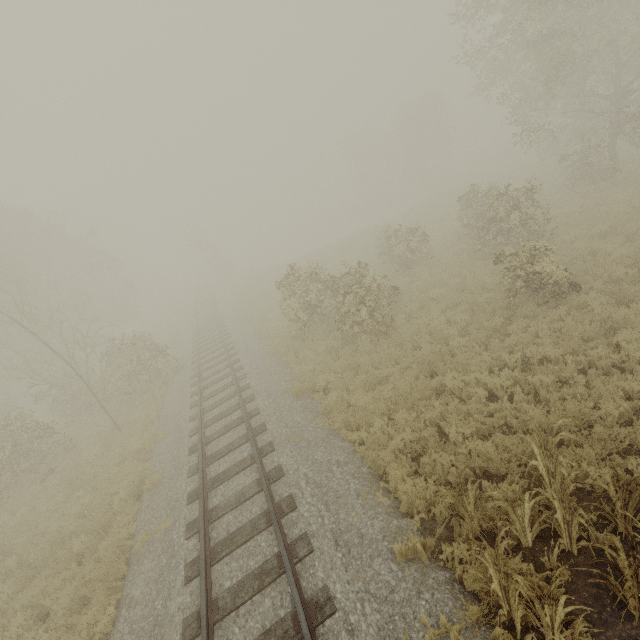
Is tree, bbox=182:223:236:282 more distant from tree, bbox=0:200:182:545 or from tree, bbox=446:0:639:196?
tree, bbox=446:0:639:196

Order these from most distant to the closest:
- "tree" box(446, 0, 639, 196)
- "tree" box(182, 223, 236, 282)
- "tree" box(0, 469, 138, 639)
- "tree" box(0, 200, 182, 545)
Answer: "tree" box(182, 223, 236, 282), "tree" box(446, 0, 639, 196), "tree" box(0, 200, 182, 545), "tree" box(0, 469, 138, 639)

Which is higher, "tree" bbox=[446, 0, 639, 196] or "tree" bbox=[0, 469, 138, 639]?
"tree" bbox=[446, 0, 639, 196]

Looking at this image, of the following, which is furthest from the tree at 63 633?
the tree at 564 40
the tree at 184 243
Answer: the tree at 564 40

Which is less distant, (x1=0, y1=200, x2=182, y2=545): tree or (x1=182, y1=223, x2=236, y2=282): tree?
(x1=0, y1=200, x2=182, y2=545): tree

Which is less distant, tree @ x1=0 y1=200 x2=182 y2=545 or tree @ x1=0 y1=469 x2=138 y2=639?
tree @ x1=0 y1=469 x2=138 y2=639

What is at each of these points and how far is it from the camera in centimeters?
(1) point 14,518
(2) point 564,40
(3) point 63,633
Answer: (1) tree, 1079cm
(2) tree, 1400cm
(3) tree, 661cm
